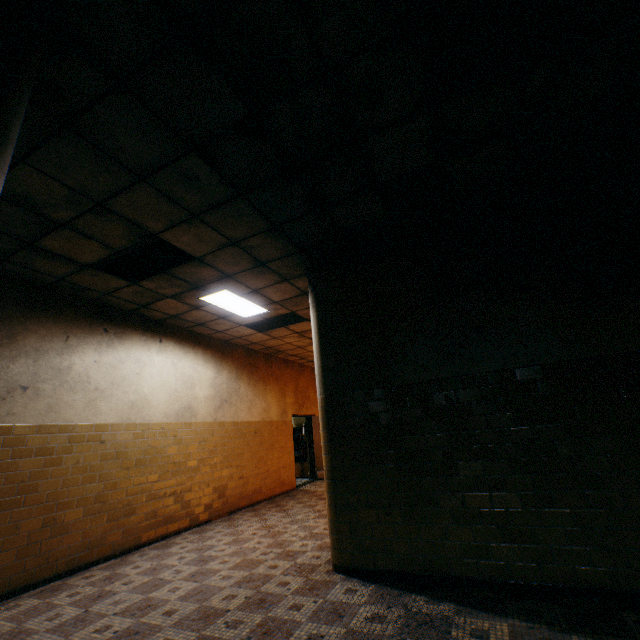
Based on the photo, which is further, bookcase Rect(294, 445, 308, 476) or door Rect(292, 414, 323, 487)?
bookcase Rect(294, 445, 308, 476)

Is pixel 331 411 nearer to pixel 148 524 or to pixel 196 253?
pixel 196 253

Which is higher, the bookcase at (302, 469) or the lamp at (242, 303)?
the lamp at (242, 303)

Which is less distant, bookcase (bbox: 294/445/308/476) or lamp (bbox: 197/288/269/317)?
lamp (bbox: 197/288/269/317)

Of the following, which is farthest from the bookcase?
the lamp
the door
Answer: the lamp

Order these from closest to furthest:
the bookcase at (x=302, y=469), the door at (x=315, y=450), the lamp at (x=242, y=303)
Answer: the lamp at (x=242, y=303)
the door at (x=315, y=450)
the bookcase at (x=302, y=469)

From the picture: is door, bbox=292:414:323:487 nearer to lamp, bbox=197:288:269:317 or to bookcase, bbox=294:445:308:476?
bookcase, bbox=294:445:308:476
